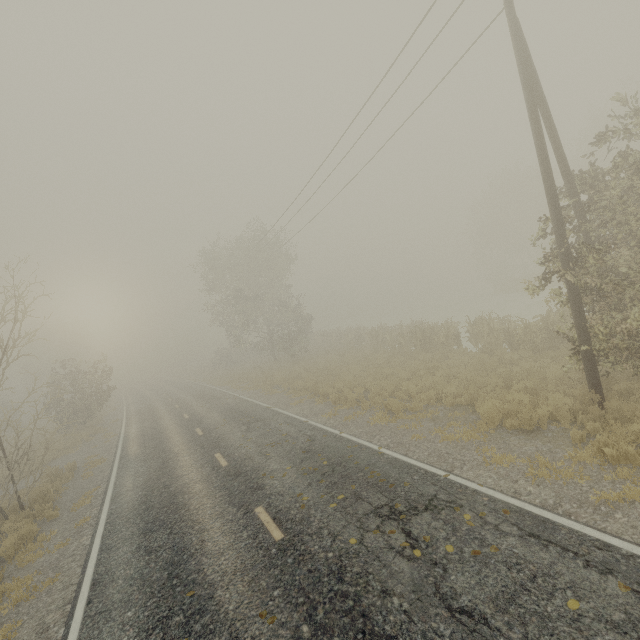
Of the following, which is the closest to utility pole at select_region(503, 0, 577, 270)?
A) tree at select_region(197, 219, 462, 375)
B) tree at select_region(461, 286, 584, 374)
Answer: tree at select_region(197, 219, 462, 375)

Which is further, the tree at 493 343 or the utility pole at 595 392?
the tree at 493 343

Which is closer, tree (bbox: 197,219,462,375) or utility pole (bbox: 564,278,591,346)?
utility pole (bbox: 564,278,591,346)

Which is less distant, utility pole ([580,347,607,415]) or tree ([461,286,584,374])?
utility pole ([580,347,607,415])

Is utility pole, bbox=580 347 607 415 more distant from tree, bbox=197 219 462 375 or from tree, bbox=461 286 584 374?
tree, bbox=461 286 584 374

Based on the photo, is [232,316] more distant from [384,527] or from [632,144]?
[632,144]
